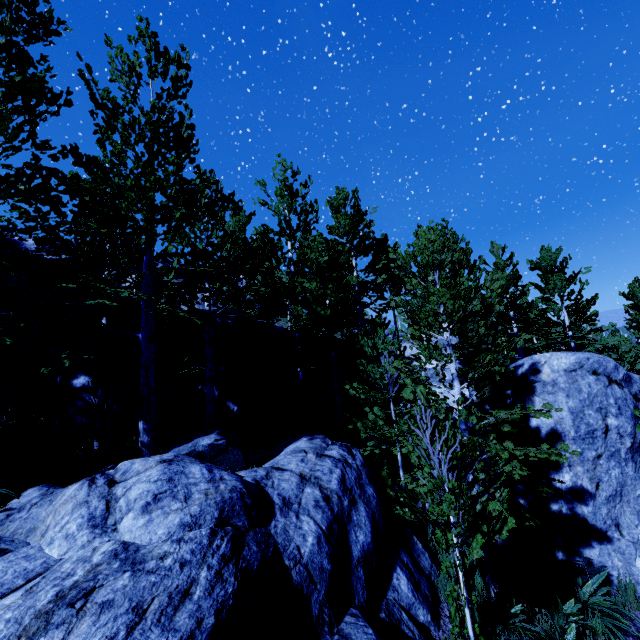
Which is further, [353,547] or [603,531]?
[603,531]

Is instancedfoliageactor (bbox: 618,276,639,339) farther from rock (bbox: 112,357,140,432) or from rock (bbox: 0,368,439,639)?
rock (bbox: 112,357,140,432)

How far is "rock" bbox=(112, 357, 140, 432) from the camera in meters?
9.8

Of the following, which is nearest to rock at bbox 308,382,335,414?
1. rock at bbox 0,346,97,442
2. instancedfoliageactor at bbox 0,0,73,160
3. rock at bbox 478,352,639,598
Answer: rock at bbox 0,346,97,442

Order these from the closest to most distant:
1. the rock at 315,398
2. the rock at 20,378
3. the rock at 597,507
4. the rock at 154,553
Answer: the rock at 154,553, the rock at 597,507, the rock at 20,378, the rock at 315,398

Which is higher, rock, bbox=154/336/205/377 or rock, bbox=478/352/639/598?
rock, bbox=154/336/205/377

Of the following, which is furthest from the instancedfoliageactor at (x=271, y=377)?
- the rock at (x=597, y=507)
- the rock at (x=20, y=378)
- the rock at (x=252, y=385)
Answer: the rock at (x=20, y=378)
